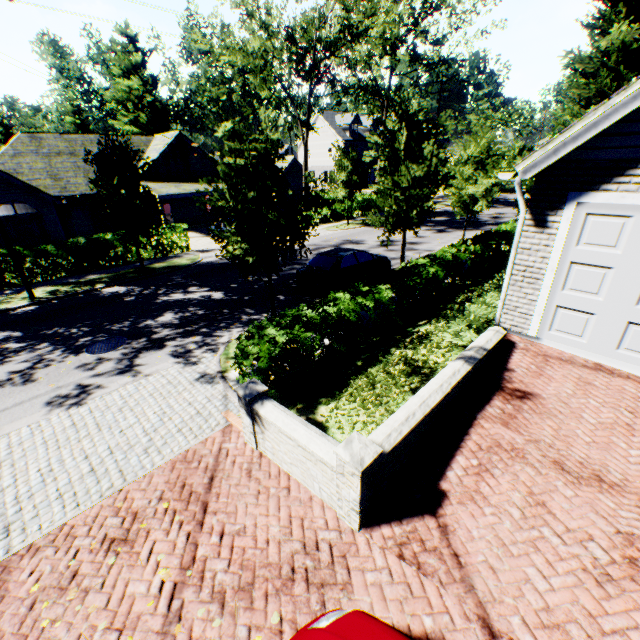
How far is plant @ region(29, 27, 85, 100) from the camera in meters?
53.4

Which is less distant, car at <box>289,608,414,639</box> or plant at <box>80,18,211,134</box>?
car at <box>289,608,414,639</box>

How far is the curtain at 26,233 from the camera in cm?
2191

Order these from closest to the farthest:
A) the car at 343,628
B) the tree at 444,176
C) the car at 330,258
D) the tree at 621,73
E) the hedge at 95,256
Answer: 1. the car at 343,628
2. the tree at 444,176
3. the car at 330,258
4. the tree at 621,73
5. the hedge at 95,256

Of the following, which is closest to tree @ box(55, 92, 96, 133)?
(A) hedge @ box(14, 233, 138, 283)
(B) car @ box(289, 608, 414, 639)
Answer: (A) hedge @ box(14, 233, 138, 283)

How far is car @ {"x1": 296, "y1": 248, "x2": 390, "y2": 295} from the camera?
12.7m

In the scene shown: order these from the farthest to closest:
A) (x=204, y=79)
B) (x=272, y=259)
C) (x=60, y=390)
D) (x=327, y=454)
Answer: (x=204, y=79)
(x=272, y=259)
(x=60, y=390)
(x=327, y=454)

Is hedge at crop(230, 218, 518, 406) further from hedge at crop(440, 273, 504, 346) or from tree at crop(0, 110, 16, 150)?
tree at crop(0, 110, 16, 150)
